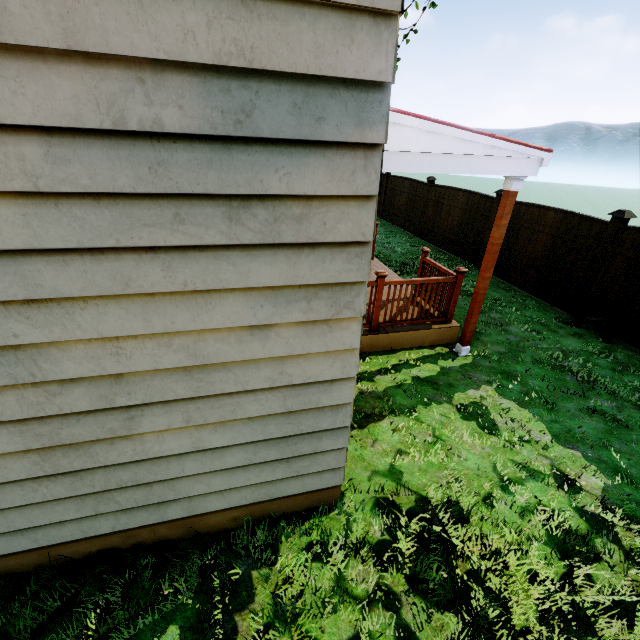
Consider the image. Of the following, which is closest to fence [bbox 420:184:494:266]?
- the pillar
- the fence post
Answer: the fence post

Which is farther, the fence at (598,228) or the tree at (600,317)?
the fence at (598,228)

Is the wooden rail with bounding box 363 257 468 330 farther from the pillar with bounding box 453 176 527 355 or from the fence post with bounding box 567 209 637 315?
the fence post with bounding box 567 209 637 315

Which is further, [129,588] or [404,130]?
[404,130]

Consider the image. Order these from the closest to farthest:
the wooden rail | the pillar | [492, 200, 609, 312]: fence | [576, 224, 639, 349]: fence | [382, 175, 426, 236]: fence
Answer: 1. the pillar
2. the wooden rail
3. [576, 224, 639, 349]: fence
4. [492, 200, 609, 312]: fence
5. [382, 175, 426, 236]: fence

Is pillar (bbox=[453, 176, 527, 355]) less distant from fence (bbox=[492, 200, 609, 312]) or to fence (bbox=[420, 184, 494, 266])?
fence (bbox=[492, 200, 609, 312])

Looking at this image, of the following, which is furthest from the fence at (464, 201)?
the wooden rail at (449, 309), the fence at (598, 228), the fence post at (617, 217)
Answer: the wooden rail at (449, 309)

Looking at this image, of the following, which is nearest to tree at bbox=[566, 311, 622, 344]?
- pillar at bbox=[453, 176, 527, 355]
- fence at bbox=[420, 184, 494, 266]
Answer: pillar at bbox=[453, 176, 527, 355]
